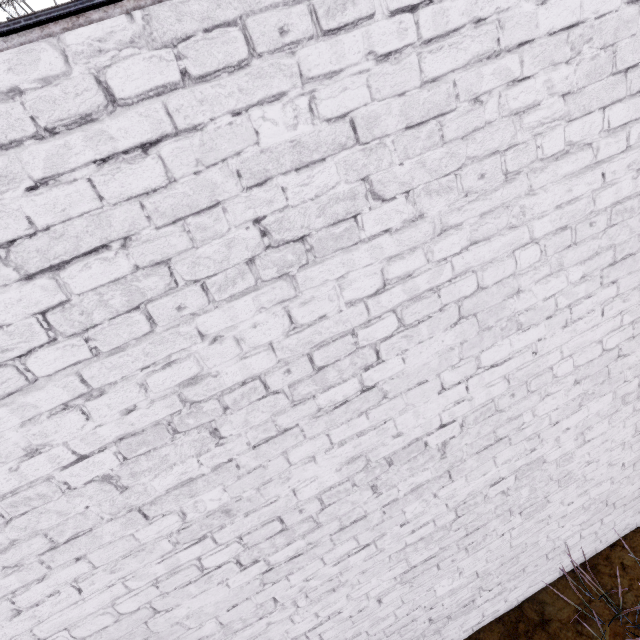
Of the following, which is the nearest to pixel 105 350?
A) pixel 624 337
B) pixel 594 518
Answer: pixel 624 337
